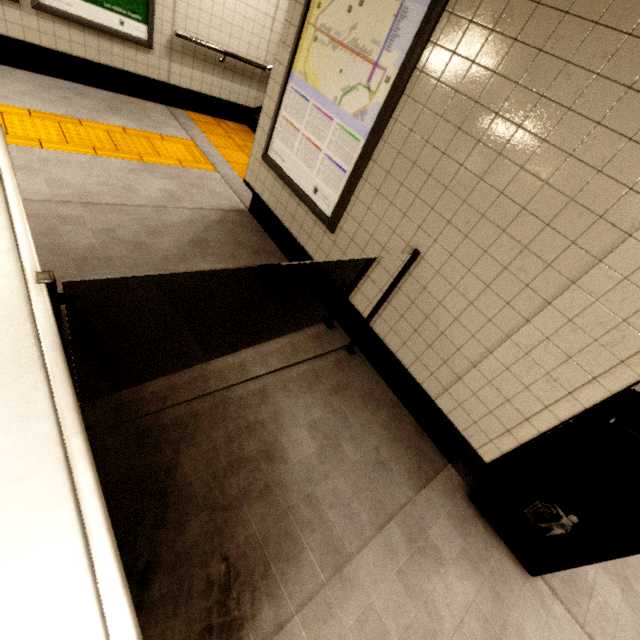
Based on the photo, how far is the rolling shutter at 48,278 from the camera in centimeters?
91cm

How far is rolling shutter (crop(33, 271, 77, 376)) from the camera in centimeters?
91cm

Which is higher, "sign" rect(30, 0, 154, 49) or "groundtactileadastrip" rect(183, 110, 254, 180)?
"sign" rect(30, 0, 154, 49)

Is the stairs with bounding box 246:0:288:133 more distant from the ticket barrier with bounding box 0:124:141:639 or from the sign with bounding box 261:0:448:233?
the ticket barrier with bounding box 0:124:141:639

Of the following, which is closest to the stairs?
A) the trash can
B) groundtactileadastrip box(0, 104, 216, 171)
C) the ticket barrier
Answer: groundtactileadastrip box(0, 104, 216, 171)

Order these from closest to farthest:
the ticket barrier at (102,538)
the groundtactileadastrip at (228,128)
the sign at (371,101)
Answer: the ticket barrier at (102,538) → the sign at (371,101) → the groundtactileadastrip at (228,128)

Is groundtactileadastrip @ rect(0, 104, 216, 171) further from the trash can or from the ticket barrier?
the trash can

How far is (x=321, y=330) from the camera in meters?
2.9 m
